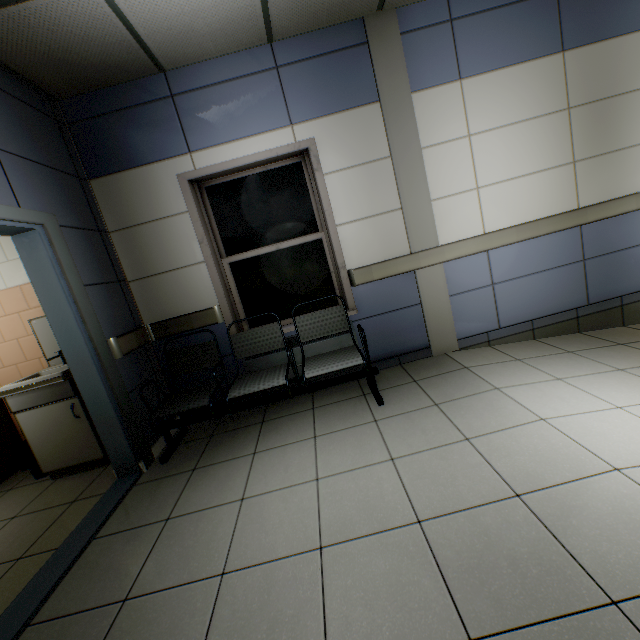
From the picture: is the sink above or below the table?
above

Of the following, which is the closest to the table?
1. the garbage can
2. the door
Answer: the garbage can

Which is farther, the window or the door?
the window

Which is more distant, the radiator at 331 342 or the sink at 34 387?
the radiator at 331 342

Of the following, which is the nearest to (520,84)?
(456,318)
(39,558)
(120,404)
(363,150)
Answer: (363,150)

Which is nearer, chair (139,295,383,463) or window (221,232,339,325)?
chair (139,295,383,463)

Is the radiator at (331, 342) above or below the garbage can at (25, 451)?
above

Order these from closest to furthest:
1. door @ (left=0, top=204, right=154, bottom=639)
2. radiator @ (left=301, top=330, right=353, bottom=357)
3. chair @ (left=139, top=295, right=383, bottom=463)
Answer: door @ (left=0, top=204, right=154, bottom=639) → chair @ (left=139, top=295, right=383, bottom=463) → radiator @ (left=301, top=330, right=353, bottom=357)
